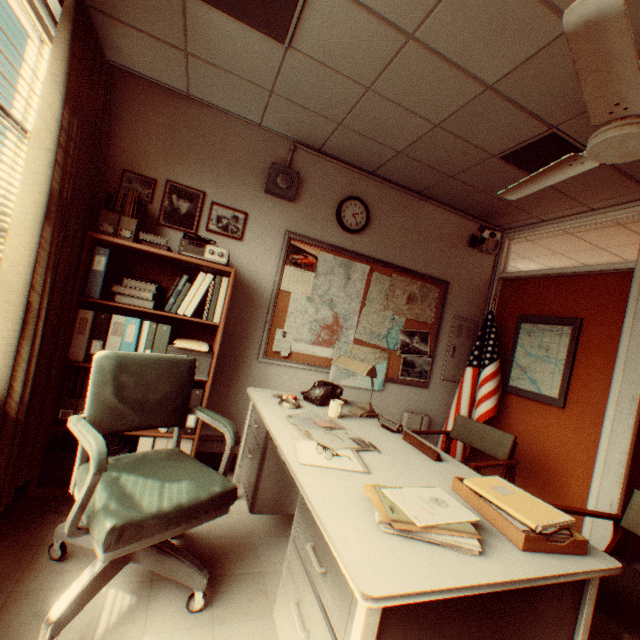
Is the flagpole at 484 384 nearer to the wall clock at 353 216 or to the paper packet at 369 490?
the wall clock at 353 216

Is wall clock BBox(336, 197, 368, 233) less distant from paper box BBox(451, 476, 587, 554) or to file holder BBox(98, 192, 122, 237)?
file holder BBox(98, 192, 122, 237)

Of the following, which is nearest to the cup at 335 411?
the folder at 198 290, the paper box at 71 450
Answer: the folder at 198 290

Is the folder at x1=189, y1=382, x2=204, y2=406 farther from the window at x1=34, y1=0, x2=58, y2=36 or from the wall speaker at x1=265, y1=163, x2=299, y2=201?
the wall speaker at x1=265, y1=163, x2=299, y2=201

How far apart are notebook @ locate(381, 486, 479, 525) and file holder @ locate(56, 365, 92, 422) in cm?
231

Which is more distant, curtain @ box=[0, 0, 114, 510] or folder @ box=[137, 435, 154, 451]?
folder @ box=[137, 435, 154, 451]

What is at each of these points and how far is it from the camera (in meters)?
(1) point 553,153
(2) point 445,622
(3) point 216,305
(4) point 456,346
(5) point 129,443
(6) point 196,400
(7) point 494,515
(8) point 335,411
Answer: (1) ceiling light, 2.73
(2) desk, 1.04
(3) folder, 2.81
(4) fuse box, 4.38
(5) paper box, 2.81
(6) folder, 2.78
(7) paper box, 1.37
(8) cup, 2.50

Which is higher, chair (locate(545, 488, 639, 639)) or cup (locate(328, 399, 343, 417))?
cup (locate(328, 399, 343, 417))
